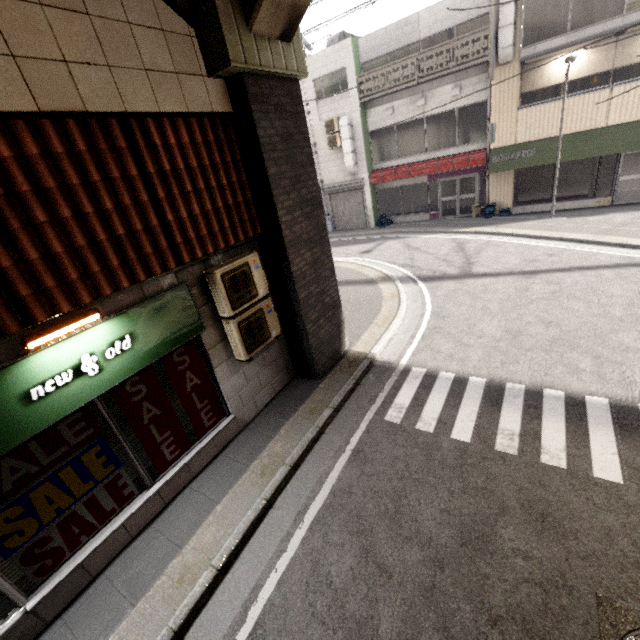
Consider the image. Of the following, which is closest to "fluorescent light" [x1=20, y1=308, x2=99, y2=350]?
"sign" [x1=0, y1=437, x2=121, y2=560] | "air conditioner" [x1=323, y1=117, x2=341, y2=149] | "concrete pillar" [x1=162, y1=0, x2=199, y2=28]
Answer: "sign" [x1=0, y1=437, x2=121, y2=560]

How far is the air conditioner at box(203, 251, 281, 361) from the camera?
4.7 meters

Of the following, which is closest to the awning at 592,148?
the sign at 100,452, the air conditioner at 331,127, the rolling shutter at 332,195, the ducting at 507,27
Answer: the ducting at 507,27

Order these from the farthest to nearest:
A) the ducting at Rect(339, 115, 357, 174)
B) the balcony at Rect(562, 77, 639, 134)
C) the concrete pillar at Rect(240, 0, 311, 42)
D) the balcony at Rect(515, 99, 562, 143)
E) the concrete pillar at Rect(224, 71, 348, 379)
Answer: the ducting at Rect(339, 115, 357, 174) < the balcony at Rect(515, 99, 562, 143) < the balcony at Rect(562, 77, 639, 134) < the concrete pillar at Rect(224, 71, 348, 379) < the concrete pillar at Rect(240, 0, 311, 42)

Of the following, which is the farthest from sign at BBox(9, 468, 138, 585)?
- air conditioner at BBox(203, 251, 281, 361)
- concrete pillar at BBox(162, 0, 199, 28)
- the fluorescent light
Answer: concrete pillar at BBox(162, 0, 199, 28)

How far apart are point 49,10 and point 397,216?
17.50m

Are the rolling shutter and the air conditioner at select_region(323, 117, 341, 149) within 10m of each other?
yes

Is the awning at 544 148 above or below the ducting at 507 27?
below
